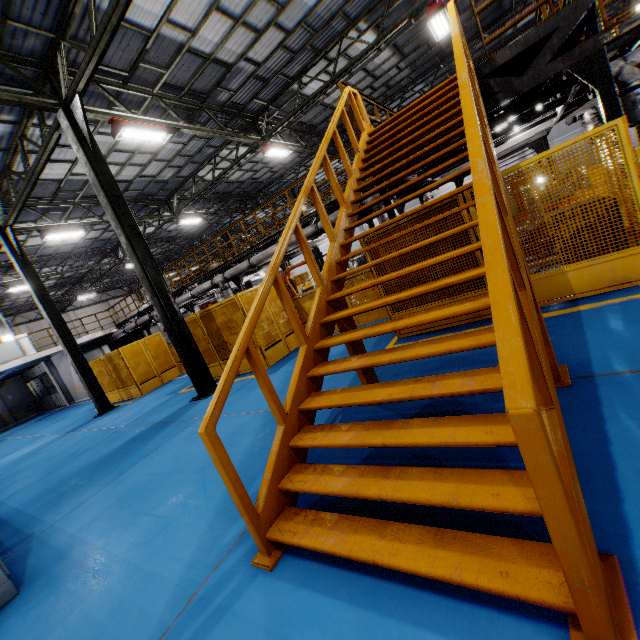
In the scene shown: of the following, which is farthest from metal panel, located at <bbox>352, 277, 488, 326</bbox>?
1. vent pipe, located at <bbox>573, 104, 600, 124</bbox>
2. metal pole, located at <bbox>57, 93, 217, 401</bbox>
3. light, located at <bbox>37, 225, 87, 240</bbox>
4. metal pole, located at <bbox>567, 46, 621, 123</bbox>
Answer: light, located at <bbox>37, 225, 87, 240</bbox>

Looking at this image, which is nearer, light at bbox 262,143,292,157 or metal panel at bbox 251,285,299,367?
metal panel at bbox 251,285,299,367

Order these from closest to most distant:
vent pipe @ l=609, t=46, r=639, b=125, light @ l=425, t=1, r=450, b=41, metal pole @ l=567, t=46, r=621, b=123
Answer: metal pole @ l=567, t=46, r=621, b=123, vent pipe @ l=609, t=46, r=639, b=125, light @ l=425, t=1, r=450, b=41

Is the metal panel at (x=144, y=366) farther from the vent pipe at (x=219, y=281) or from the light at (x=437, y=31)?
the light at (x=437, y=31)

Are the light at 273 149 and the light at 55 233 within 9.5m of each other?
yes

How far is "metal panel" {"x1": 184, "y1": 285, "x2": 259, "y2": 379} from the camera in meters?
9.0 m

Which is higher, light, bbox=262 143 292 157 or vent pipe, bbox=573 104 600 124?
light, bbox=262 143 292 157

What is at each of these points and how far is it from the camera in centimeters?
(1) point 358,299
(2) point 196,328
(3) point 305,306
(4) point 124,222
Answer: (1) metal panel, 922cm
(2) metal panel, 1023cm
(3) metal panel, 1027cm
(4) metal pole, 824cm
